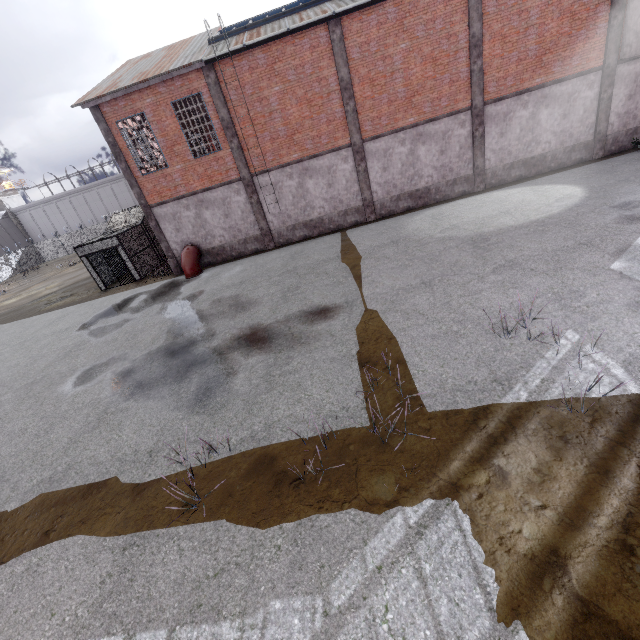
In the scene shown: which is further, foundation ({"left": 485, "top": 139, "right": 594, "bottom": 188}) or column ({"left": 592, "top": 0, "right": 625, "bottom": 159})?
foundation ({"left": 485, "top": 139, "right": 594, "bottom": 188})

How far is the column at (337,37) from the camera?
14.22m

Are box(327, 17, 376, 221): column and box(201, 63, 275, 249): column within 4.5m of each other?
no

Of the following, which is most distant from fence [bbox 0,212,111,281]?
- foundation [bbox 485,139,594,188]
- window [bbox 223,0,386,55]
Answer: window [bbox 223,0,386,55]

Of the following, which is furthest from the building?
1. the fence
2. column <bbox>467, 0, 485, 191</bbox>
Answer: column <bbox>467, 0, 485, 191</bbox>

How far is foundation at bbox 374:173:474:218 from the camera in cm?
1725

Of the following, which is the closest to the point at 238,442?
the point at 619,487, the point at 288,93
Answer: the point at 619,487

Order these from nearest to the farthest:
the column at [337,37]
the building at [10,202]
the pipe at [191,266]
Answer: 1. the column at [337,37]
2. the pipe at [191,266]
3. the building at [10,202]
